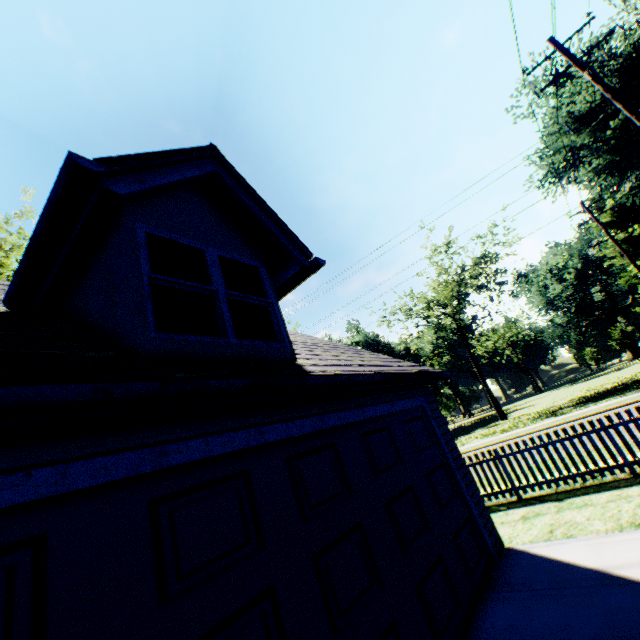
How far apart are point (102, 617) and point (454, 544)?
4.85m

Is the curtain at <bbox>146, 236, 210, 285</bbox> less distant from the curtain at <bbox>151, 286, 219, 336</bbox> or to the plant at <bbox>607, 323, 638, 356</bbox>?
the curtain at <bbox>151, 286, 219, 336</bbox>

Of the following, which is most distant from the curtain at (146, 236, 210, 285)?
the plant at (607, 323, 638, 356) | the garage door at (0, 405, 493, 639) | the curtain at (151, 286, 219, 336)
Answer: the plant at (607, 323, 638, 356)

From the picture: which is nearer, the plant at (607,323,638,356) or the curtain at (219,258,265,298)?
the curtain at (219,258,265,298)

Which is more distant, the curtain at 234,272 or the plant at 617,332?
the plant at 617,332

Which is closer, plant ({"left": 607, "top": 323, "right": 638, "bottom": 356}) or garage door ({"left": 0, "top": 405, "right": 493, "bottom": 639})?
garage door ({"left": 0, "top": 405, "right": 493, "bottom": 639})

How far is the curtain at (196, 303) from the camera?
3.53m

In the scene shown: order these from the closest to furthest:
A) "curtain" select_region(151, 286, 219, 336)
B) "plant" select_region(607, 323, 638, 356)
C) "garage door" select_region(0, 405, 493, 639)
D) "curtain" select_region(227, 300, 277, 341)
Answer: "garage door" select_region(0, 405, 493, 639) → "curtain" select_region(151, 286, 219, 336) → "curtain" select_region(227, 300, 277, 341) → "plant" select_region(607, 323, 638, 356)
